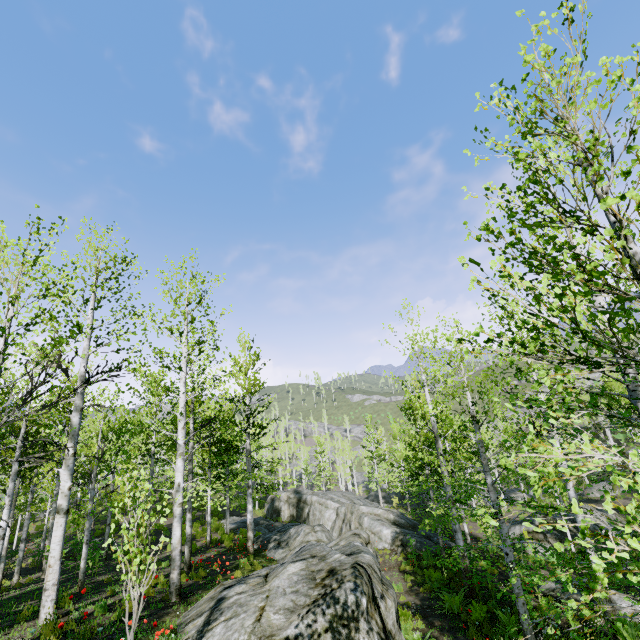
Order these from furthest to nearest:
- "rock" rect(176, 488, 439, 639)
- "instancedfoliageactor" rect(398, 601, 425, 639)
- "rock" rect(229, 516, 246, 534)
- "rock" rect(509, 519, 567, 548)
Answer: "rock" rect(229, 516, 246, 534), "rock" rect(509, 519, 567, 548), "instancedfoliageactor" rect(398, 601, 425, 639), "rock" rect(176, 488, 439, 639)

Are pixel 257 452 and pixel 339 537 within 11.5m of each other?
no

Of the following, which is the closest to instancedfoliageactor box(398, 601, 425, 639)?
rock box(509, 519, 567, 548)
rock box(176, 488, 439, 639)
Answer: rock box(176, 488, 439, 639)

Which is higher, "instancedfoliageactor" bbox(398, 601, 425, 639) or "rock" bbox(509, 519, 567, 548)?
"instancedfoliageactor" bbox(398, 601, 425, 639)

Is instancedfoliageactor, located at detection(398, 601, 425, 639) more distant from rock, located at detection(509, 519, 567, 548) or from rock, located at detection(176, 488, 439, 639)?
rock, located at detection(509, 519, 567, 548)

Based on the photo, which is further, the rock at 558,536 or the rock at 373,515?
the rock at 558,536
